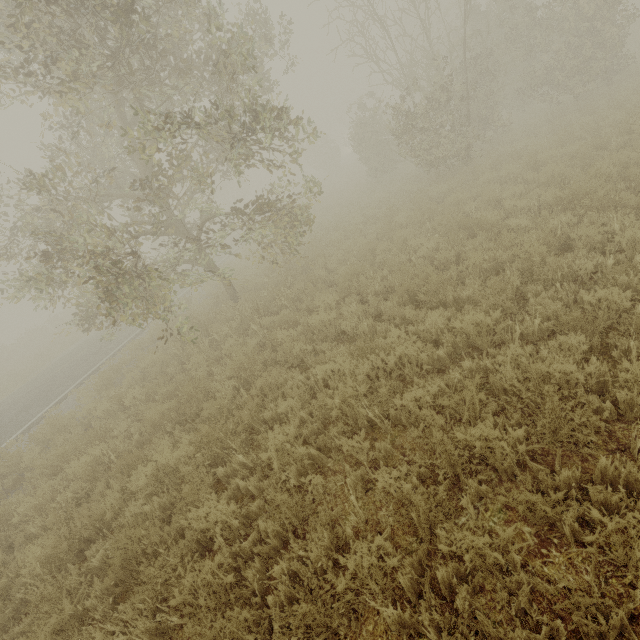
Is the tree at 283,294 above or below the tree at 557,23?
below

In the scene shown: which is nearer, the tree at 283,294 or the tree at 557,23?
the tree at 557,23

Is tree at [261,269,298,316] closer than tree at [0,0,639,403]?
No

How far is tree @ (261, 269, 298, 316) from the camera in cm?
885

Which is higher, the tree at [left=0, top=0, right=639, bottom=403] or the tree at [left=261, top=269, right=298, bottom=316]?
the tree at [left=0, top=0, right=639, bottom=403]

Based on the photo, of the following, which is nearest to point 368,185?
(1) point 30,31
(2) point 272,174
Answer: (2) point 272,174
